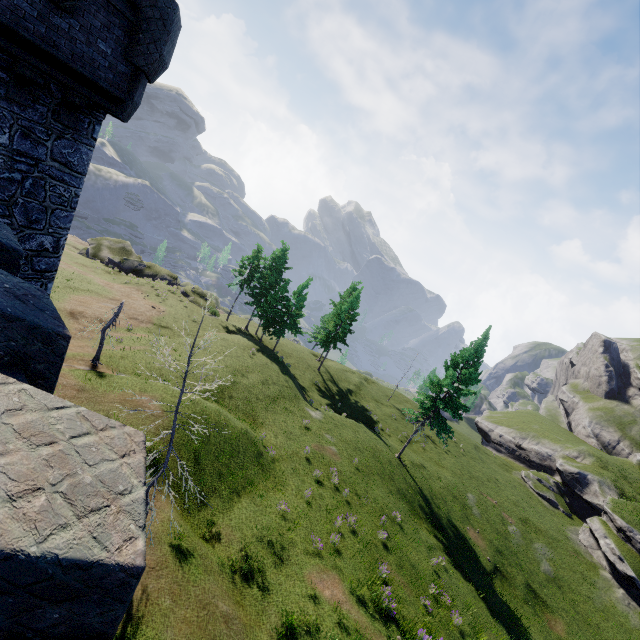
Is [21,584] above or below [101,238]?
above
